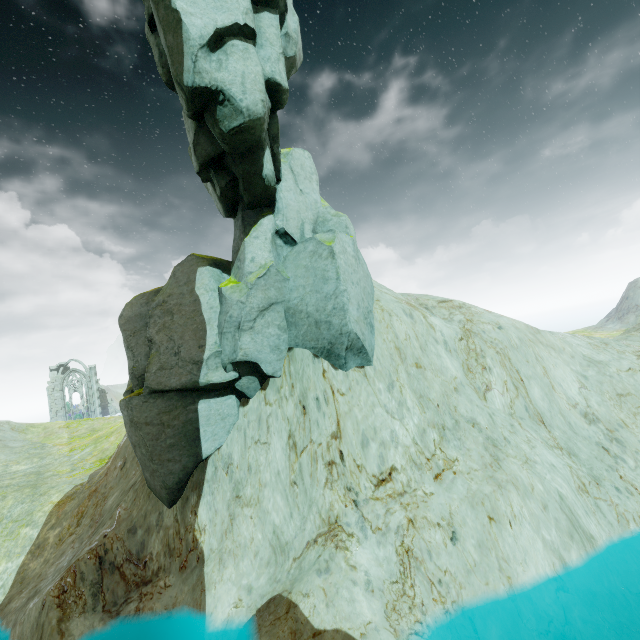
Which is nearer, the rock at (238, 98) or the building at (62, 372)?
the rock at (238, 98)

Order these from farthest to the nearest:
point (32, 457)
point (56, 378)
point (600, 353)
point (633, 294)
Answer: point (56, 378) → point (633, 294) → point (32, 457) → point (600, 353)

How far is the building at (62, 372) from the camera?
52.5m

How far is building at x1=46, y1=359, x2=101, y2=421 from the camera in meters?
52.5

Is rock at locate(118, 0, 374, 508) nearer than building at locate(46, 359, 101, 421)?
Yes
